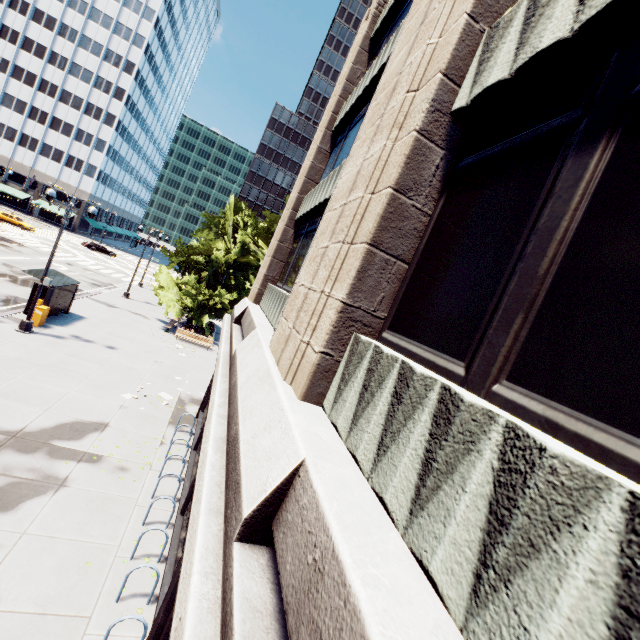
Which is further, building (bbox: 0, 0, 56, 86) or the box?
building (bbox: 0, 0, 56, 86)

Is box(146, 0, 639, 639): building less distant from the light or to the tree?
the light

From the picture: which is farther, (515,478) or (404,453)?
(404,453)

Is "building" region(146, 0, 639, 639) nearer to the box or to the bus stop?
the box

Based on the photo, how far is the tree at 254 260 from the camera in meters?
26.8 m

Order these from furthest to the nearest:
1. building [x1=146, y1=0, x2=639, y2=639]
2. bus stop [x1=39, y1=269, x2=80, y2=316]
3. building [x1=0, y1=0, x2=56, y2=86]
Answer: building [x1=0, y1=0, x2=56, y2=86]
bus stop [x1=39, y1=269, x2=80, y2=316]
building [x1=146, y1=0, x2=639, y2=639]

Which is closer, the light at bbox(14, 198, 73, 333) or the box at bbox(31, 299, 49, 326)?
the light at bbox(14, 198, 73, 333)

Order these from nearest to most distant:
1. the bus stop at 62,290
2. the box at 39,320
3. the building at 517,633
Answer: the building at 517,633
the box at 39,320
the bus stop at 62,290
